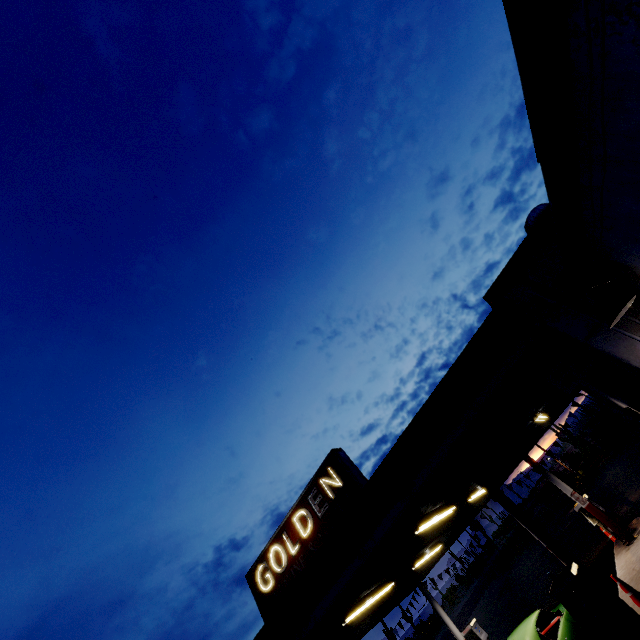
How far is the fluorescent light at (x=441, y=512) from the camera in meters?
8.4 m

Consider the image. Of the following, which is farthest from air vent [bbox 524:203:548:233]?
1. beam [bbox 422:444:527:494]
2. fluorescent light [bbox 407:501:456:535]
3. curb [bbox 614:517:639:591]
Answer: fluorescent light [bbox 407:501:456:535]

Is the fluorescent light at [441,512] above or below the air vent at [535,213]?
below

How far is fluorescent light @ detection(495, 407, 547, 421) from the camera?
7.6 meters

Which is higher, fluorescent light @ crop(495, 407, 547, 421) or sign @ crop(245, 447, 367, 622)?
sign @ crop(245, 447, 367, 622)

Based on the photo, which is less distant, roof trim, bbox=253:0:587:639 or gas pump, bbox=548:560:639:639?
roof trim, bbox=253:0:587:639

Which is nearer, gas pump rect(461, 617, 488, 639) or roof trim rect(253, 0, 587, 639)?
roof trim rect(253, 0, 587, 639)

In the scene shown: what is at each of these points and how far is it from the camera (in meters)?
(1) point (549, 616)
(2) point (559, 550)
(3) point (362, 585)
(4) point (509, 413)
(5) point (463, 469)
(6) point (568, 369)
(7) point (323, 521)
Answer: (1) car, 7.94
(2) metal pillar, 7.08
(3) beam, 7.98
(4) fluorescent light, 7.56
(5) beam, 8.01
(6) sign, 5.08
(7) sign, 9.00
